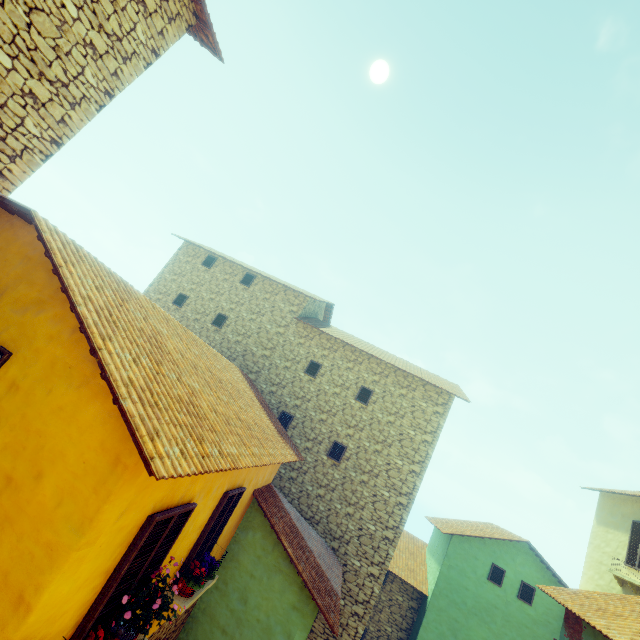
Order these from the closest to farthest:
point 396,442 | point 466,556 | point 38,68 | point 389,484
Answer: point 38,68, point 389,484, point 396,442, point 466,556

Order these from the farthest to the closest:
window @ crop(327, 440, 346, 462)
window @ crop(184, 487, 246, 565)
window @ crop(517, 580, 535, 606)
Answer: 1. window @ crop(517, 580, 535, 606)
2. window @ crop(327, 440, 346, 462)
3. window @ crop(184, 487, 246, 565)

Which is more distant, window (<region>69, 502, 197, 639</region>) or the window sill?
the window sill

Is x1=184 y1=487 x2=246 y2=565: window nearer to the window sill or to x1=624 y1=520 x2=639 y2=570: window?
the window sill

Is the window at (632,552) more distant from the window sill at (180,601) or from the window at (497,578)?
the window sill at (180,601)

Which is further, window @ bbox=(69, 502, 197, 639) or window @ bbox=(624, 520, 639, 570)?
window @ bbox=(624, 520, 639, 570)

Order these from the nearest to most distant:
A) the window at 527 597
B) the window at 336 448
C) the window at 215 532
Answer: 1. the window at 215 532
2. the window at 336 448
3. the window at 527 597
